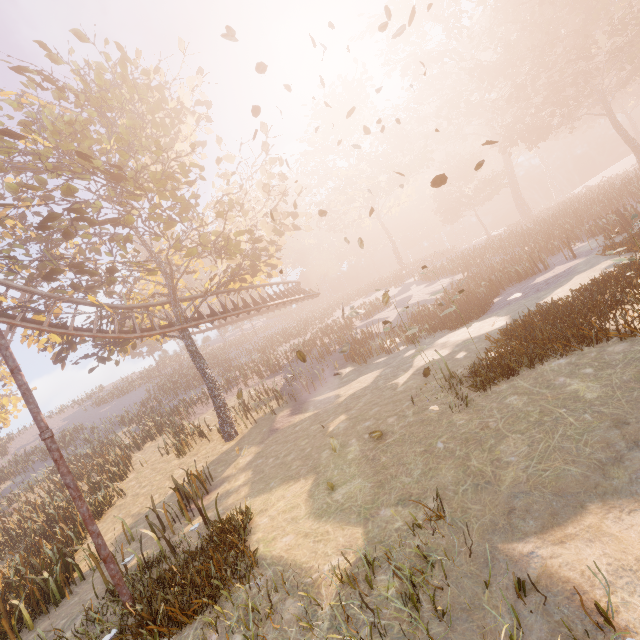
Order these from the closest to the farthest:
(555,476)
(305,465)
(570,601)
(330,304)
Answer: (570,601), (555,476), (305,465), (330,304)

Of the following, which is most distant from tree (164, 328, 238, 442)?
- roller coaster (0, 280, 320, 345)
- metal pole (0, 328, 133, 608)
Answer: metal pole (0, 328, 133, 608)

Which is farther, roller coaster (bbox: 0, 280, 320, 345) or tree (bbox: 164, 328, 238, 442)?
tree (bbox: 164, 328, 238, 442)

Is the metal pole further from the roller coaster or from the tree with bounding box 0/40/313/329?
the tree with bounding box 0/40/313/329

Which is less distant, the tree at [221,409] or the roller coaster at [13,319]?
the roller coaster at [13,319]

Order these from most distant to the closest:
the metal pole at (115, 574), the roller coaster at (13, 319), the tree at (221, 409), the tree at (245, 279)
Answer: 1. the tree at (221, 409)
2. the roller coaster at (13, 319)
3. the tree at (245, 279)
4. the metal pole at (115, 574)
